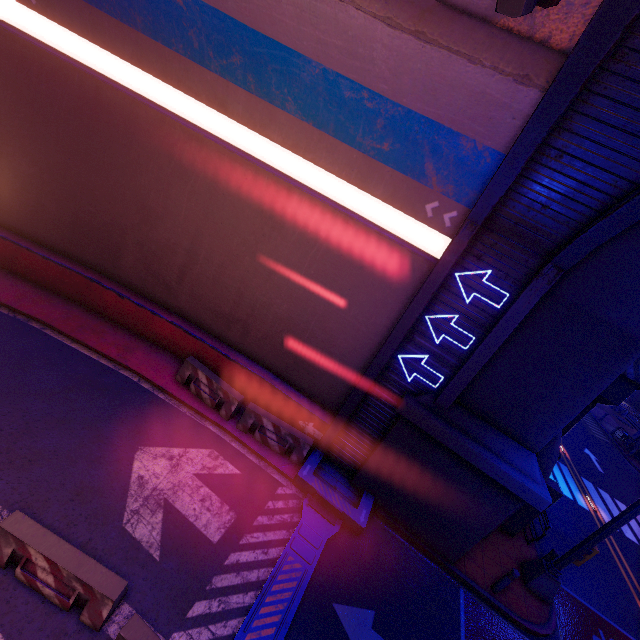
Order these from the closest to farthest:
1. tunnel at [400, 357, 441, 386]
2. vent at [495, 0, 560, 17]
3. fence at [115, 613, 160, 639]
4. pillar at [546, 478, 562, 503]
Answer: vent at [495, 0, 560, 17], fence at [115, 613, 160, 639], tunnel at [400, 357, 441, 386], pillar at [546, 478, 562, 503]

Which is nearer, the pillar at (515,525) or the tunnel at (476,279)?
the tunnel at (476,279)

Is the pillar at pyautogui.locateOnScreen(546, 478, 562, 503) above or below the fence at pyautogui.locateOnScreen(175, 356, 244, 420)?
above

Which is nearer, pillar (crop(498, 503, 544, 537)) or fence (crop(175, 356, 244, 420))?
fence (crop(175, 356, 244, 420))

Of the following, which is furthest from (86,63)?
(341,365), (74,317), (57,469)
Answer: (341,365)

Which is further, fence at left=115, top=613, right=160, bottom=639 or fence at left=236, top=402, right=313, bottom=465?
fence at left=236, top=402, right=313, bottom=465

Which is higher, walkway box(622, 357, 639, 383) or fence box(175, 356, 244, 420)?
walkway box(622, 357, 639, 383)

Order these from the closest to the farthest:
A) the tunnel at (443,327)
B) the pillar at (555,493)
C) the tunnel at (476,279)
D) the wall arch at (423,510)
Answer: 1. the wall arch at (423,510)
2. the tunnel at (476,279)
3. the tunnel at (443,327)
4. the pillar at (555,493)
